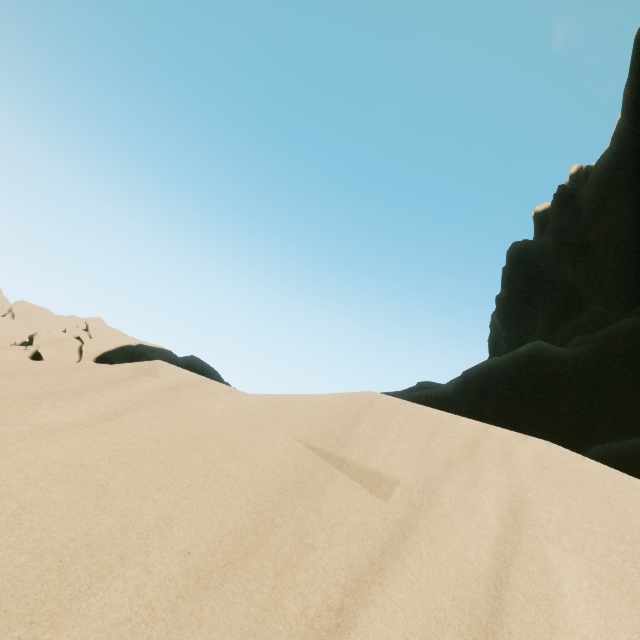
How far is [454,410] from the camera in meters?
15.9
